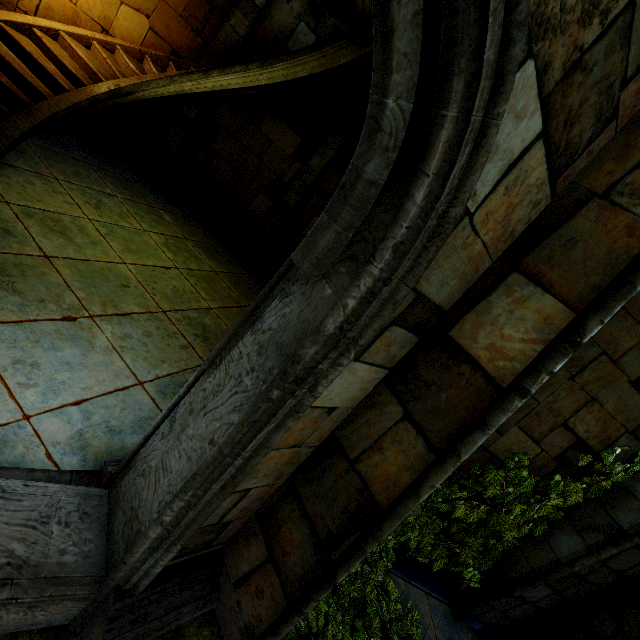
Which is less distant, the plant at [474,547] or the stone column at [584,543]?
the plant at [474,547]

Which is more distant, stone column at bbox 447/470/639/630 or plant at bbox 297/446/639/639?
stone column at bbox 447/470/639/630

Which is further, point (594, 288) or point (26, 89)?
point (26, 89)
